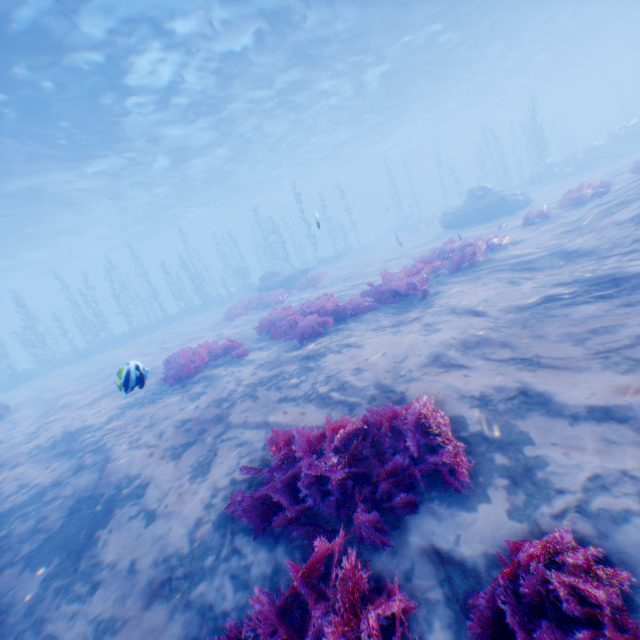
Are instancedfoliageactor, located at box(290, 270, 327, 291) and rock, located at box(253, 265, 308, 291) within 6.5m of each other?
yes

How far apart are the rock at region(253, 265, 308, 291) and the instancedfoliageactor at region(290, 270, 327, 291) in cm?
253

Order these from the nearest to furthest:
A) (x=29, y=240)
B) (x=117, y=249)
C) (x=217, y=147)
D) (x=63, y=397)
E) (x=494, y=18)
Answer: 1. (x=63, y=397)
2. (x=494, y=18)
3. (x=217, y=147)
4. (x=29, y=240)
5. (x=117, y=249)

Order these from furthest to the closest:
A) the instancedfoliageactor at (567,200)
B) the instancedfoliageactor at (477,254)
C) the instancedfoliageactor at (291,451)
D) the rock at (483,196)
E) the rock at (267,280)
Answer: the rock at (267,280) < the rock at (483,196) < the instancedfoliageactor at (567,200) < the instancedfoliageactor at (477,254) < the instancedfoliageactor at (291,451)

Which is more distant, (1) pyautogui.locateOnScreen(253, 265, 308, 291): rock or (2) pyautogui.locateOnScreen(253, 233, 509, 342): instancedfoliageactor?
(1) pyautogui.locateOnScreen(253, 265, 308, 291): rock

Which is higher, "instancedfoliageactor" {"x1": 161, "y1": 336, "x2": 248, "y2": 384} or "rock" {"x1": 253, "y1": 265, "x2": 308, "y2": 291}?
"rock" {"x1": 253, "y1": 265, "x2": 308, "y2": 291}

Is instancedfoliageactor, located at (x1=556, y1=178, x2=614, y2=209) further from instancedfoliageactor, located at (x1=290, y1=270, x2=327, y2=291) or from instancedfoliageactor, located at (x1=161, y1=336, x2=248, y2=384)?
instancedfoliageactor, located at (x1=161, y1=336, x2=248, y2=384)

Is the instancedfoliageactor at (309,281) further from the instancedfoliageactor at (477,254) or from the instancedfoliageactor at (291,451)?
the instancedfoliageactor at (291,451)
